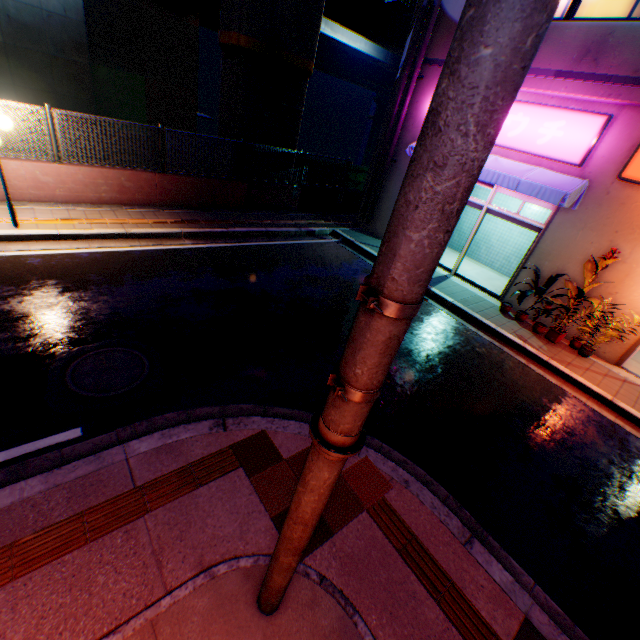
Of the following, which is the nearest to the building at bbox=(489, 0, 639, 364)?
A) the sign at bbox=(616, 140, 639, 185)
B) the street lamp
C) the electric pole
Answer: the sign at bbox=(616, 140, 639, 185)

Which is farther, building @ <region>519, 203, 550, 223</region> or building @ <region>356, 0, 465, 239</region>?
building @ <region>519, 203, 550, 223</region>

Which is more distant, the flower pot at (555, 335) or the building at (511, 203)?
the building at (511, 203)

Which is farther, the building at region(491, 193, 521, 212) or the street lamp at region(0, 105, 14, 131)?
the building at region(491, 193, 521, 212)

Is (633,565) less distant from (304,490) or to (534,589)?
(534,589)

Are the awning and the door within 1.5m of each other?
Answer: yes

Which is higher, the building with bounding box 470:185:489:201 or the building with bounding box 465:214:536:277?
the building with bounding box 470:185:489:201

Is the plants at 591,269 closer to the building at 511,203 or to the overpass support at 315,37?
the building at 511,203
